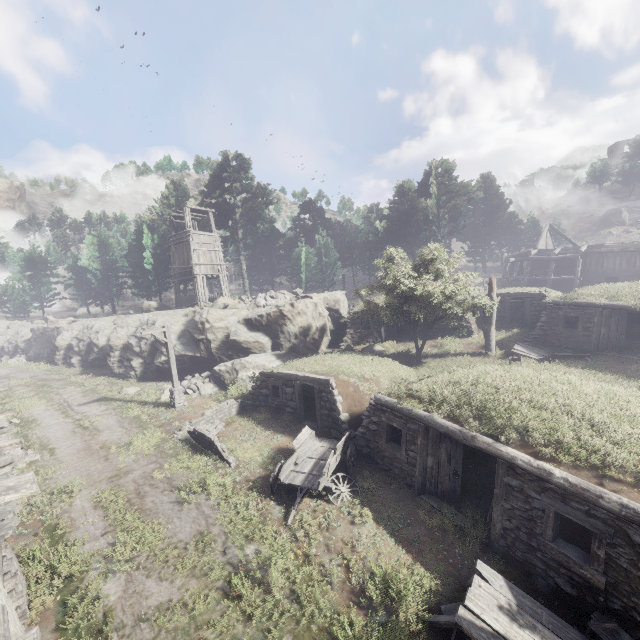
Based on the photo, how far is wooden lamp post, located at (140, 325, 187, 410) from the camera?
17.78m

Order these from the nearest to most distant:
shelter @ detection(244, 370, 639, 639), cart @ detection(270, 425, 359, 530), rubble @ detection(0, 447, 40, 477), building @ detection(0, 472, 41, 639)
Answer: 1. building @ detection(0, 472, 41, 639)
2. shelter @ detection(244, 370, 639, 639)
3. cart @ detection(270, 425, 359, 530)
4. rubble @ detection(0, 447, 40, 477)

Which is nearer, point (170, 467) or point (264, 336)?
point (170, 467)

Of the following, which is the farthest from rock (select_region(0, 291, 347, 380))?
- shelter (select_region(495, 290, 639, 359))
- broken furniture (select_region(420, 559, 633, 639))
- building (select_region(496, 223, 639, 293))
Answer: building (select_region(496, 223, 639, 293))

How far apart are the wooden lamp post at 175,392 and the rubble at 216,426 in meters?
3.2

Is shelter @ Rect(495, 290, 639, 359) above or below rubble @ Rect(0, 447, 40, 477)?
above

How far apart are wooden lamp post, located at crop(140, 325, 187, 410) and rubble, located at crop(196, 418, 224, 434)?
3.21m

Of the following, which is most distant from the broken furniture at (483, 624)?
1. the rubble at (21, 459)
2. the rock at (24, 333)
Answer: the rock at (24, 333)
